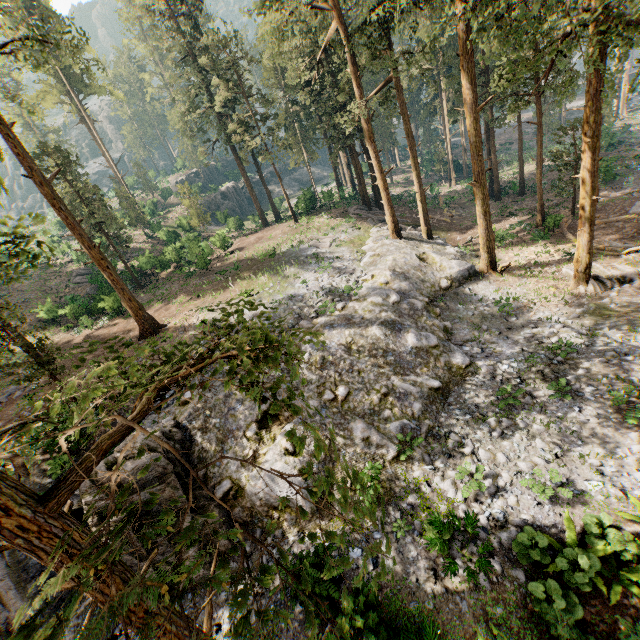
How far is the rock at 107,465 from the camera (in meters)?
10.84

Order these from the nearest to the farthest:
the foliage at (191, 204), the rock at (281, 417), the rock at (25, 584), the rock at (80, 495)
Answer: the rock at (25, 584), the rock at (80, 495), the rock at (281, 417), the foliage at (191, 204)

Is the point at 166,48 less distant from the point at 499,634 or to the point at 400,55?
the point at 400,55

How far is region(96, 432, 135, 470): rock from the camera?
10.8 meters

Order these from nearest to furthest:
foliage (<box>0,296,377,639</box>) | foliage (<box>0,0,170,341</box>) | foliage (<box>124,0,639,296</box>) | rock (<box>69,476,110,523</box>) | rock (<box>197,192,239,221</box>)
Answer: foliage (<box>0,296,377,639</box>) → rock (<box>69,476,110,523</box>) → foliage (<box>124,0,639,296</box>) → foliage (<box>0,0,170,341</box>) → rock (<box>197,192,239,221</box>)

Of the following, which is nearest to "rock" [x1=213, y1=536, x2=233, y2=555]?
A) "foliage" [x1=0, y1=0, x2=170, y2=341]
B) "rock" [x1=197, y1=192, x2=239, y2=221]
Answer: "foliage" [x1=0, y1=0, x2=170, y2=341]

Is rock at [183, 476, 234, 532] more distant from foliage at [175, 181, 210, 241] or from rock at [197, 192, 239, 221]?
rock at [197, 192, 239, 221]
